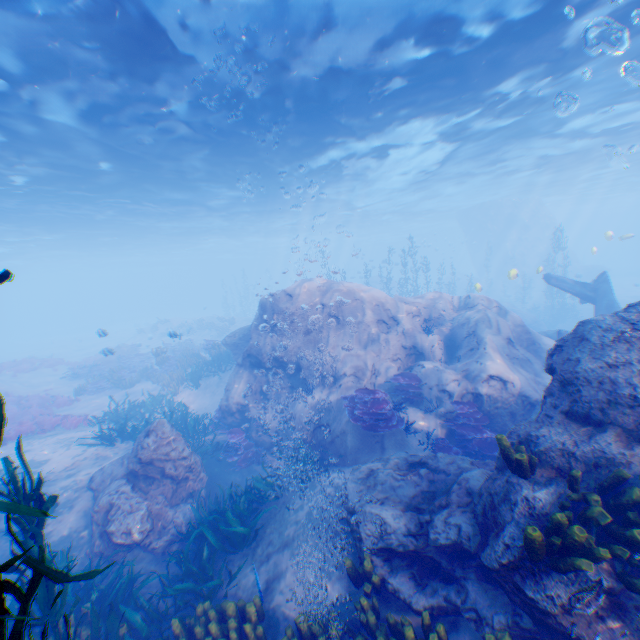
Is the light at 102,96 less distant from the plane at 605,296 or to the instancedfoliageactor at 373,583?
the plane at 605,296

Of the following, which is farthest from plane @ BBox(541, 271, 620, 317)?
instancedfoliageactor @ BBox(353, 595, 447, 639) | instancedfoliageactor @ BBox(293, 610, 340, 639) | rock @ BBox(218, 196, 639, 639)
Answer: instancedfoliageactor @ BBox(293, 610, 340, 639)

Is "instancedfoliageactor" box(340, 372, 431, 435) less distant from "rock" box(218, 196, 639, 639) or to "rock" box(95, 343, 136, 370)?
"rock" box(218, 196, 639, 639)

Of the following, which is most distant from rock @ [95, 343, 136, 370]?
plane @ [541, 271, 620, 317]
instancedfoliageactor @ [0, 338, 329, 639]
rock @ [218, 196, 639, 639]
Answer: plane @ [541, 271, 620, 317]

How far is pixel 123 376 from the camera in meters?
21.7 m

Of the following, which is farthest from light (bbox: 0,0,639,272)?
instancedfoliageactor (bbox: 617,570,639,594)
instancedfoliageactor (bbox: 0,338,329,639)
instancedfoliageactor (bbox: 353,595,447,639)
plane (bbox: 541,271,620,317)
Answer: instancedfoliageactor (bbox: 353,595,447,639)

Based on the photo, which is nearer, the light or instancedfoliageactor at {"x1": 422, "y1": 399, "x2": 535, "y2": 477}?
instancedfoliageactor at {"x1": 422, "y1": 399, "x2": 535, "y2": 477}

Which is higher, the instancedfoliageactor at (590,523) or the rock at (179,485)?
the instancedfoliageactor at (590,523)
